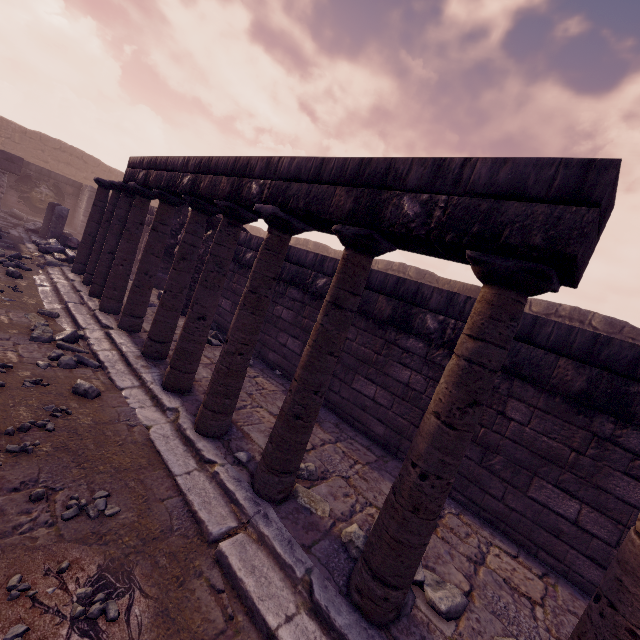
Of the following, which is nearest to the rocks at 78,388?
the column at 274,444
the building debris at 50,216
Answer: the column at 274,444

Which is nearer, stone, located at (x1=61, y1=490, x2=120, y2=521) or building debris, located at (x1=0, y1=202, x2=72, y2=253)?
stone, located at (x1=61, y1=490, x2=120, y2=521)

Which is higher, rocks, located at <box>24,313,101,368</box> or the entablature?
the entablature

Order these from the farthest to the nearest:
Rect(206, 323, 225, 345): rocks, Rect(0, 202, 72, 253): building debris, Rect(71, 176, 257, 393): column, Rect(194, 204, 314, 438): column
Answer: Rect(0, 202, 72, 253): building debris < Rect(206, 323, 225, 345): rocks < Rect(71, 176, 257, 393): column < Rect(194, 204, 314, 438): column

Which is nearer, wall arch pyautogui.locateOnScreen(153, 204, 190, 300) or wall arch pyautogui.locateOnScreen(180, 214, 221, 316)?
wall arch pyautogui.locateOnScreen(180, 214, 221, 316)

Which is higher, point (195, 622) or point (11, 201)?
point (11, 201)

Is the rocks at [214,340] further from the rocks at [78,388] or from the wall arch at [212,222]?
the rocks at [78,388]

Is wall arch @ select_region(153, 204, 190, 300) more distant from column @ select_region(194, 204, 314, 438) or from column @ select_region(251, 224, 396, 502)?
column @ select_region(251, 224, 396, 502)
